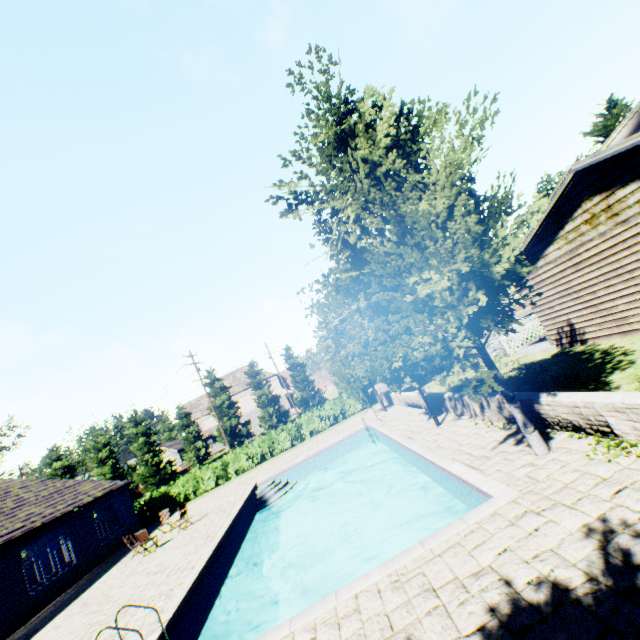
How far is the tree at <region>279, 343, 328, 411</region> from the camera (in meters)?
43.69

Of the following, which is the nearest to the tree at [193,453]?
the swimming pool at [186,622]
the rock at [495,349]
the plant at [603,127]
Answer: the swimming pool at [186,622]

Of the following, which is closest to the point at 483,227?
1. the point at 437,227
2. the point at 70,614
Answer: the point at 437,227

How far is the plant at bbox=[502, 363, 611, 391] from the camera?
8.7 meters

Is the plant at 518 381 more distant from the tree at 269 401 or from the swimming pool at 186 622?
the swimming pool at 186 622
